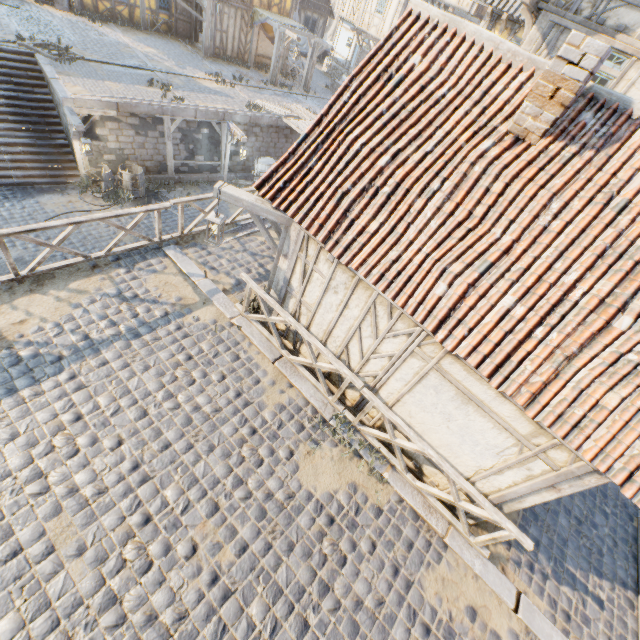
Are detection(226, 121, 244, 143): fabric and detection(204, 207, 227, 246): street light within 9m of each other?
no

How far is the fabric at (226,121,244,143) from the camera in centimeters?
1519cm

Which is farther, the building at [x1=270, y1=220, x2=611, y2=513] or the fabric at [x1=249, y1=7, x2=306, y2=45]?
the fabric at [x1=249, y1=7, x2=306, y2=45]

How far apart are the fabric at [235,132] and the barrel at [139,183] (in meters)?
4.31

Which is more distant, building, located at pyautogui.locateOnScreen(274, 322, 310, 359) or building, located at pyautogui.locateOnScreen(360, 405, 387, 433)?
building, located at pyautogui.locateOnScreen(274, 322, 310, 359)

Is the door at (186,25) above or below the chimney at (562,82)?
below

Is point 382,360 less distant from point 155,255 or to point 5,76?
point 155,255

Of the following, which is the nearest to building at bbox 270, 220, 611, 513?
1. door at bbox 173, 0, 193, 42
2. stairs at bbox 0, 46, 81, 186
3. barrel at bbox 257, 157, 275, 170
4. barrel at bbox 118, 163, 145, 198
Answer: barrel at bbox 257, 157, 275, 170
